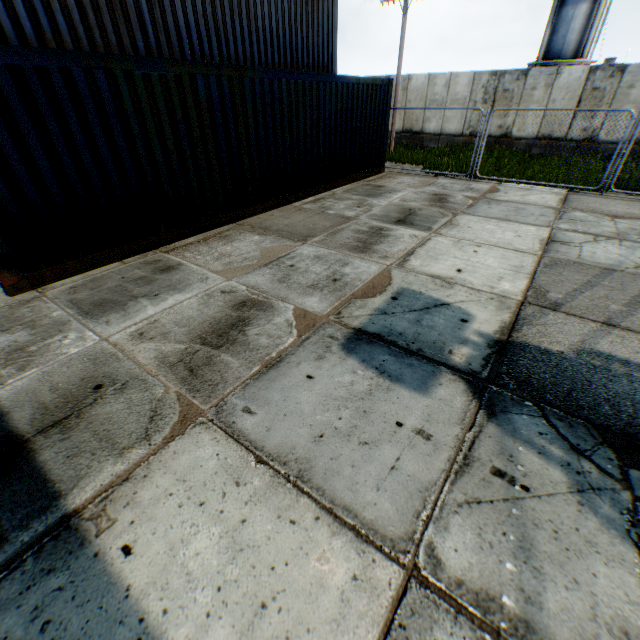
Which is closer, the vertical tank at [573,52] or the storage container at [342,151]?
the storage container at [342,151]

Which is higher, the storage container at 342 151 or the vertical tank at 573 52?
the vertical tank at 573 52

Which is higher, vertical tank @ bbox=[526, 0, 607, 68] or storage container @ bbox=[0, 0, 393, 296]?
vertical tank @ bbox=[526, 0, 607, 68]

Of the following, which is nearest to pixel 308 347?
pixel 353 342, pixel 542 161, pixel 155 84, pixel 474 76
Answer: pixel 353 342

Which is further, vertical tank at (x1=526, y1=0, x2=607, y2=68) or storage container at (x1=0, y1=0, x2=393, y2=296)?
vertical tank at (x1=526, y1=0, x2=607, y2=68)
